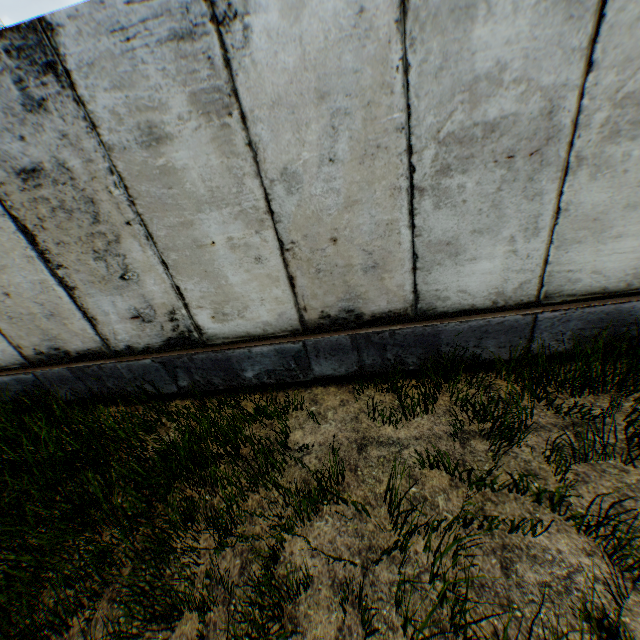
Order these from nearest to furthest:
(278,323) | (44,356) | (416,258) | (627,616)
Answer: (627,616) < (416,258) < (278,323) < (44,356)
